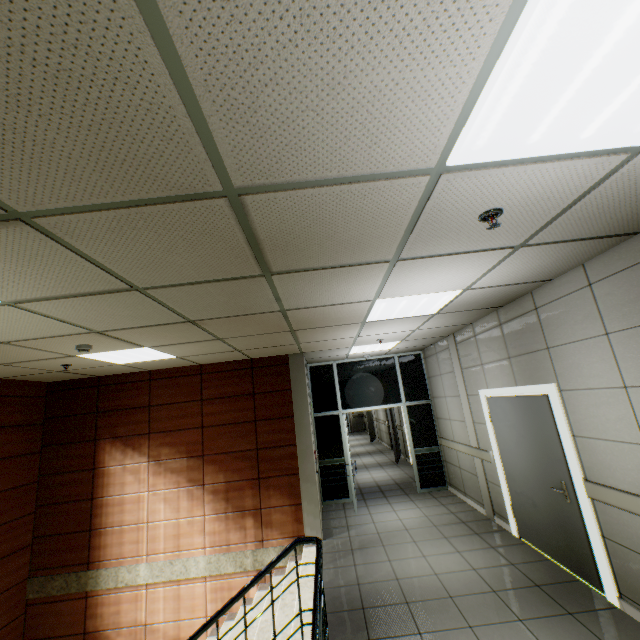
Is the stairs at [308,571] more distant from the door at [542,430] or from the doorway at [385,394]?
the door at [542,430]

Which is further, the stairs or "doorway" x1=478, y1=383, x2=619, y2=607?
"doorway" x1=478, y1=383, x2=619, y2=607

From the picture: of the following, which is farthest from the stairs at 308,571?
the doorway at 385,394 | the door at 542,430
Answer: the door at 542,430

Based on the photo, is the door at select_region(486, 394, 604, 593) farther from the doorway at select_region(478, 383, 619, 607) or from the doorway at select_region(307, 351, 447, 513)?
the doorway at select_region(307, 351, 447, 513)

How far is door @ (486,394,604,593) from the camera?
3.60m

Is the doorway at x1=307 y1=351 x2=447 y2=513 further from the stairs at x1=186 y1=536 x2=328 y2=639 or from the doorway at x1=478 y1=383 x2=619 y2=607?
the doorway at x1=478 y1=383 x2=619 y2=607

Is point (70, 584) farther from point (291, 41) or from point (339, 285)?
point (291, 41)

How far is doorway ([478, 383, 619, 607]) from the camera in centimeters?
328cm
